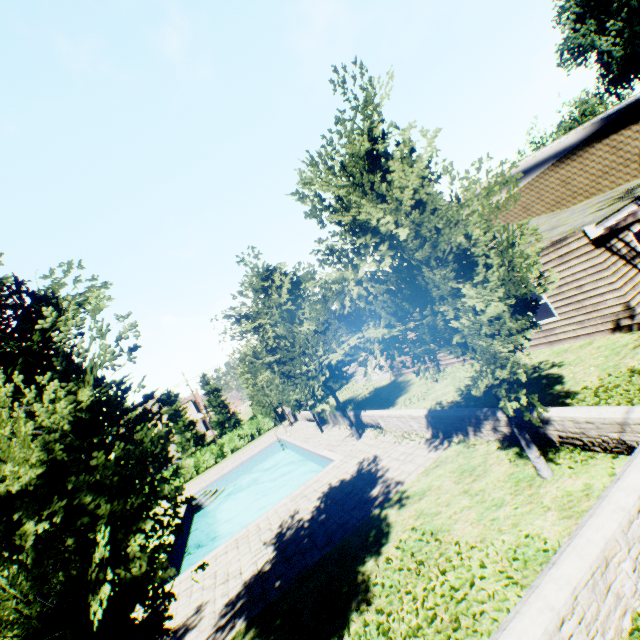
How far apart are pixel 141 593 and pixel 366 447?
9.90m

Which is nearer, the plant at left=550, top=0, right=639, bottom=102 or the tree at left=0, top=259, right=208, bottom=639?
the tree at left=0, top=259, right=208, bottom=639

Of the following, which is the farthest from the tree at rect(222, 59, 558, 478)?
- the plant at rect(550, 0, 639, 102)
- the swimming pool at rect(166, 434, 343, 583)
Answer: the plant at rect(550, 0, 639, 102)

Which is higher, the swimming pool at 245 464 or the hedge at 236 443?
the hedge at 236 443

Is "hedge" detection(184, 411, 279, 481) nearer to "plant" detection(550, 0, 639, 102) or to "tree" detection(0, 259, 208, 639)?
"tree" detection(0, 259, 208, 639)

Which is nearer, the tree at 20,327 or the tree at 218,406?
the tree at 20,327

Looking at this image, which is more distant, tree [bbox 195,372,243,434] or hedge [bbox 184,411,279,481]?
tree [bbox 195,372,243,434]

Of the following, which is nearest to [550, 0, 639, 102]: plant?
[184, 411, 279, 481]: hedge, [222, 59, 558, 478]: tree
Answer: [222, 59, 558, 478]: tree
